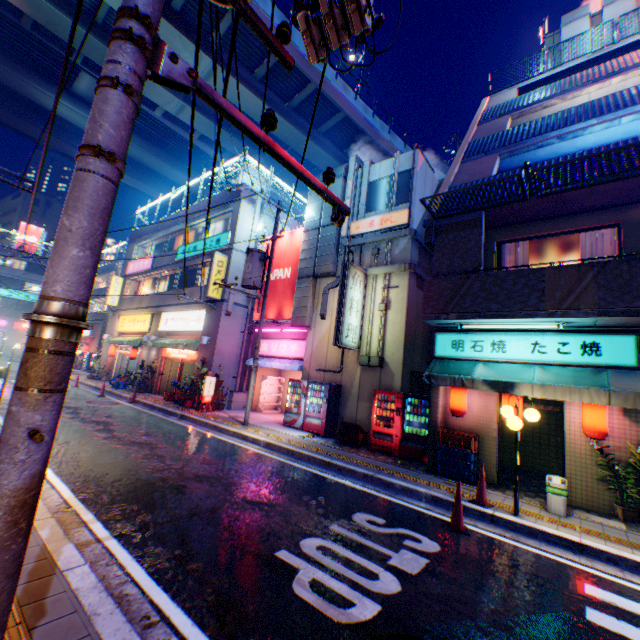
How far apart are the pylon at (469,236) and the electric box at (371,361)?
4.12m

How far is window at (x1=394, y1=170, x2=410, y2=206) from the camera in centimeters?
1377cm

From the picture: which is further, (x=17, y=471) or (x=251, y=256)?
(x=251, y=256)

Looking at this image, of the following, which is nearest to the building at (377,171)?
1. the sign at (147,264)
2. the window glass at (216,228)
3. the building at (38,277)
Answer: the window glass at (216,228)

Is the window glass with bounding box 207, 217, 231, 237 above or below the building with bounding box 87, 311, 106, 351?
above

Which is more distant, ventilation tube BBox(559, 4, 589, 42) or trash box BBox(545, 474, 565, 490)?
ventilation tube BBox(559, 4, 589, 42)

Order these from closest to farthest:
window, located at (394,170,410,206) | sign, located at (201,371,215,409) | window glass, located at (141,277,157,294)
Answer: window, located at (394,170,410,206)
sign, located at (201,371,215,409)
window glass, located at (141,277,157,294)

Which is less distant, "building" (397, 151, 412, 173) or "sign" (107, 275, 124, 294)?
"building" (397, 151, 412, 173)
